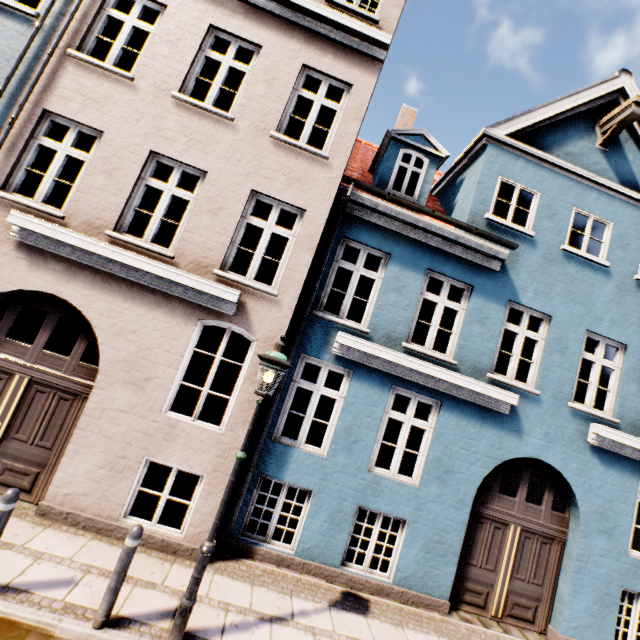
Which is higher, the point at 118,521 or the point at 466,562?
the point at 466,562

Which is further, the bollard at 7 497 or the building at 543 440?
the building at 543 440

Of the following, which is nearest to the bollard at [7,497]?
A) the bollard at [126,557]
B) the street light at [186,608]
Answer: the bollard at [126,557]

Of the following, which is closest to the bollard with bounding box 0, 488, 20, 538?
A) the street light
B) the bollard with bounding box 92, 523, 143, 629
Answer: the bollard with bounding box 92, 523, 143, 629

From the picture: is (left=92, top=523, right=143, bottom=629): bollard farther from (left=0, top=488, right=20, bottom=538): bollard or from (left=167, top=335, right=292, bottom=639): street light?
(left=0, top=488, right=20, bottom=538): bollard

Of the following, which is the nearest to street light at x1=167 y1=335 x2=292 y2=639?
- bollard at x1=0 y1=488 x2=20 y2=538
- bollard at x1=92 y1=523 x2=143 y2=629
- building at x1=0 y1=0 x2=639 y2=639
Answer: bollard at x1=92 y1=523 x2=143 y2=629

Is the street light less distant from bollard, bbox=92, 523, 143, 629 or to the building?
bollard, bbox=92, 523, 143, 629
